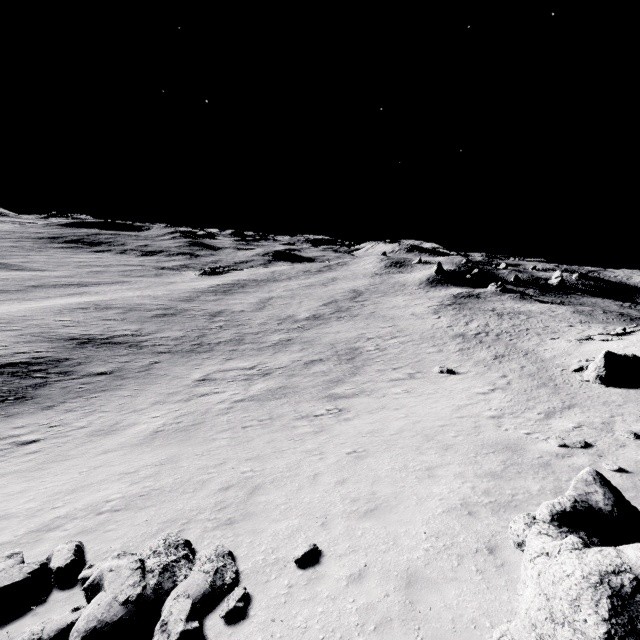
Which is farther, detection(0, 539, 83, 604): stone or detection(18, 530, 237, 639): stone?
detection(0, 539, 83, 604): stone

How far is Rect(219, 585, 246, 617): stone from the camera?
6.44m

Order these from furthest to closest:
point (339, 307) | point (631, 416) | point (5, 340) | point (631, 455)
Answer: point (339, 307)
point (5, 340)
point (631, 416)
point (631, 455)

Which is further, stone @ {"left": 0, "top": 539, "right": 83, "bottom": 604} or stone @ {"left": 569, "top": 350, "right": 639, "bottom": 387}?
stone @ {"left": 569, "top": 350, "right": 639, "bottom": 387}

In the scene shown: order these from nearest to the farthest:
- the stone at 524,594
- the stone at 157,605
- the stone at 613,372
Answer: the stone at 524,594
the stone at 157,605
the stone at 613,372

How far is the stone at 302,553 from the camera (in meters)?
7.71

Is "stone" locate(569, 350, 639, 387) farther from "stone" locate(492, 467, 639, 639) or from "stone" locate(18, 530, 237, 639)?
"stone" locate(18, 530, 237, 639)

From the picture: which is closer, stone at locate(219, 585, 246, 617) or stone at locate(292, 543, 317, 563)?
stone at locate(219, 585, 246, 617)
